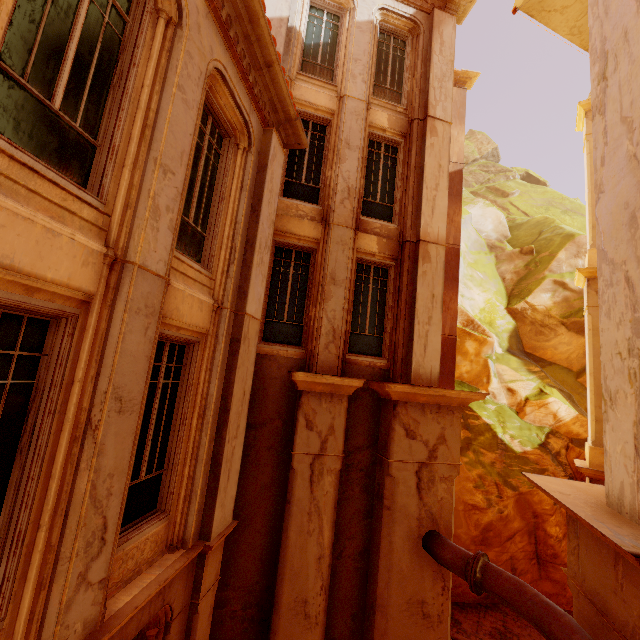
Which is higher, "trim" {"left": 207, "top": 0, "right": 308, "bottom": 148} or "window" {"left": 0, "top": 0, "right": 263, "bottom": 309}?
"trim" {"left": 207, "top": 0, "right": 308, "bottom": 148}

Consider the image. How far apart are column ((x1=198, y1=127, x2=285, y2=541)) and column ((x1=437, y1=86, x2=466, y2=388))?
8.4m

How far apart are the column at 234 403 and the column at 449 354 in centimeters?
838cm

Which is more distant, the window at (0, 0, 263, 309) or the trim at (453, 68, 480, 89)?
the trim at (453, 68, 480, 89)

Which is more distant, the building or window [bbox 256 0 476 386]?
the building

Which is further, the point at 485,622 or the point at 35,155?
the point at 485,622

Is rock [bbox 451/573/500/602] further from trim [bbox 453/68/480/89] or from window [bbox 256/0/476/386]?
trim [bbox 453/68/480/89]

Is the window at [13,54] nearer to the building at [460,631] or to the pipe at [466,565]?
the pipe at [466,565]
